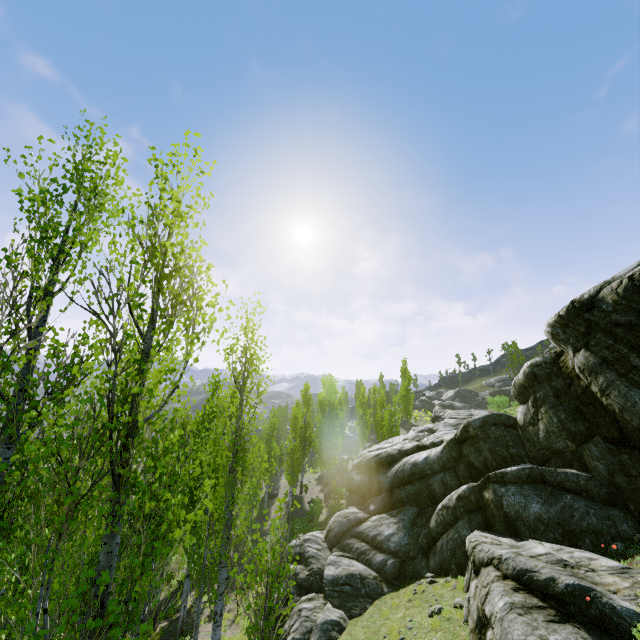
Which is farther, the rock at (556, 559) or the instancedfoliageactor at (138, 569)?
the rock at (556, 559)

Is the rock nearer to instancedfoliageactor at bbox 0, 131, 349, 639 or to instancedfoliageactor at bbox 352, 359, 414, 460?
instancedfoliageactor at bbox 0, 131, 349, 639

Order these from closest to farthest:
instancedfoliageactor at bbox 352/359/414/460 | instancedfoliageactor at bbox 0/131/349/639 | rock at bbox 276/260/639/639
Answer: instancedfoliageactor at bbox 0/131/349/639, rock at bbox 276/260/639/639, instancedfoliageactor at bbox 352/359/414/460

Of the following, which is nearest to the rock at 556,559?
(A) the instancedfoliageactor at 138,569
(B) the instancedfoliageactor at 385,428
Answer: (A) the instancedfoliageactor at 138,569

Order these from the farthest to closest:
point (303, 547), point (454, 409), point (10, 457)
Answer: point (454, 409), point (303, 547), point (10, 457)

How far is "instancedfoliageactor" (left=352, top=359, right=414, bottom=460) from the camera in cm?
3222

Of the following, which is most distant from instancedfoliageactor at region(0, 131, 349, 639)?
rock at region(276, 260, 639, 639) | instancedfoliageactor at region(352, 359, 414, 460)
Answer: instancedfoliageactor at region(352, 359, 414, 460)
